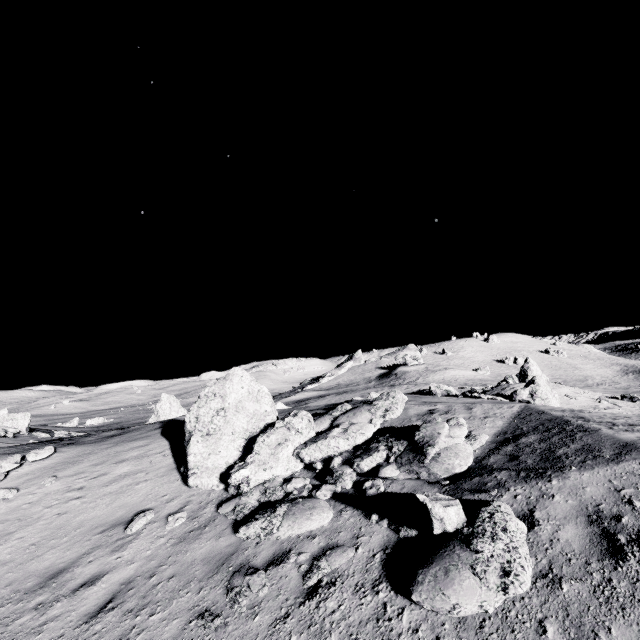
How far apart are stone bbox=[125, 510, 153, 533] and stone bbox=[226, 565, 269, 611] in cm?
382

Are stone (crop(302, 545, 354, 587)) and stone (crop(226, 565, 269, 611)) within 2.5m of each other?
yes

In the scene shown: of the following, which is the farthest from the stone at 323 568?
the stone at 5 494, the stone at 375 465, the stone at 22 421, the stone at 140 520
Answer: the stone at 22 421

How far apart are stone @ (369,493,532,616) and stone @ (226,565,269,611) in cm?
201

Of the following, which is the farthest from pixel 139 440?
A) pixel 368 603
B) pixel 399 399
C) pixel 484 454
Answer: pixel 484 454

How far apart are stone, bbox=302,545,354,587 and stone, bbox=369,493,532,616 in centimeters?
67cm

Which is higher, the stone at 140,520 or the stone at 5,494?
the stone at 5,494

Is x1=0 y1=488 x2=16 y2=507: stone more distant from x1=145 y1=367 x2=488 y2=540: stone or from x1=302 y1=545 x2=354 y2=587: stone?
x1=302 y1=545 x2=354 y2=587: stone
